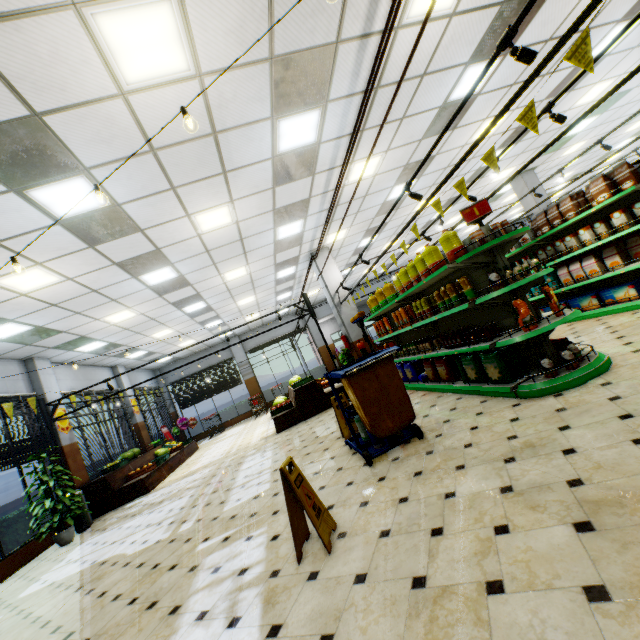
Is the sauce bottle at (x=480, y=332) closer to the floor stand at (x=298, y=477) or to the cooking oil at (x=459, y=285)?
the cooking oil at (x=459, y=285)

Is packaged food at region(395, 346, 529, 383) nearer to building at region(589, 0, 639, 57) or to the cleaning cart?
building at region(589, 0, 639, 57)

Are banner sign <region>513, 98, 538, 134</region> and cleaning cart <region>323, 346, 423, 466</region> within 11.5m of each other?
yes

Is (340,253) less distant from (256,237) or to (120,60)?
(256,237)

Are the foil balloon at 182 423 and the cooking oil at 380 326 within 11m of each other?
no

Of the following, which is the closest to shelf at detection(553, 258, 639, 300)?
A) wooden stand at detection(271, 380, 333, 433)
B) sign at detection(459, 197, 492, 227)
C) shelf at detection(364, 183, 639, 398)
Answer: shelf at detection(364, 183, 639, 398)

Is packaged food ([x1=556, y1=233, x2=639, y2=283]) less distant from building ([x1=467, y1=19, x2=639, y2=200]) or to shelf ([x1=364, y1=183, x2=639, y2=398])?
A: building ([x1=467, y1=19, x2=639, y2=200])

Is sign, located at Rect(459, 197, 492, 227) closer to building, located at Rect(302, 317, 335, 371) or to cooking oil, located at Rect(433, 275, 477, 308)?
cooking oil, located at Rect(433, 275, 477, 308)
